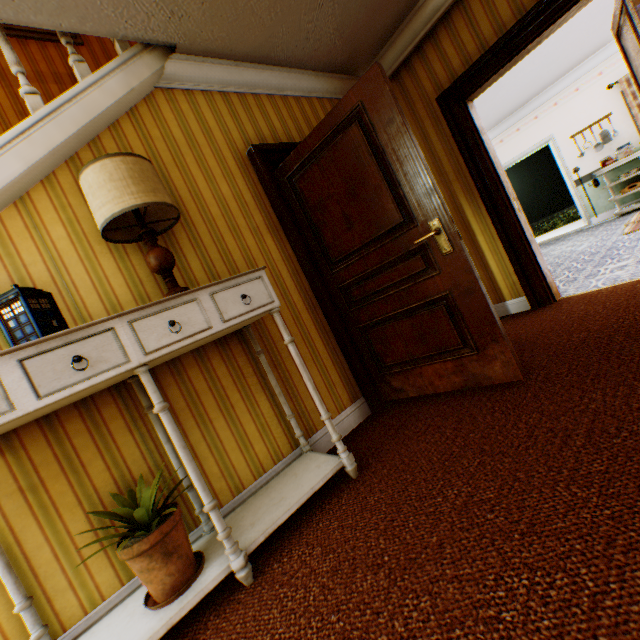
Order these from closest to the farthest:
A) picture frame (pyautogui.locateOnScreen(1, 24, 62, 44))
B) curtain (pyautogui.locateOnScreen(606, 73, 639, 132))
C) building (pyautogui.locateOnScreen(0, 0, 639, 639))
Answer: building (pyautogui.locateOnScreen(0, 0, 639, 639)) < picture frame (pyautogui.locateOnScreen(1, 24, 62, 44)) < curtain (pyautogui.locateOnScreen(606, 73, 639, 132))

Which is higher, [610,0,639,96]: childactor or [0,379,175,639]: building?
[610,0,639,96]: childactor

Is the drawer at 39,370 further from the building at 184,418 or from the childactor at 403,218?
the childactor at 403,218

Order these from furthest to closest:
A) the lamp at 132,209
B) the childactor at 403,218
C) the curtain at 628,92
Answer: the curtain at 628,92 < the childactor at 403,218 < the lamp at 132,209

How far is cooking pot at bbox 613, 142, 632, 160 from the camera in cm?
641

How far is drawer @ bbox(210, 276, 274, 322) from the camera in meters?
1.7

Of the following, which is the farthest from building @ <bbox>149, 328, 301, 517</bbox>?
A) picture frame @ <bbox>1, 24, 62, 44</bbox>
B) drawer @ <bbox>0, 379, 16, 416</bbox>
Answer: drawer @ <bbox>0, 379, 16, 416</bbox>

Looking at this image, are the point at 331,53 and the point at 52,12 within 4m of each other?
yes
